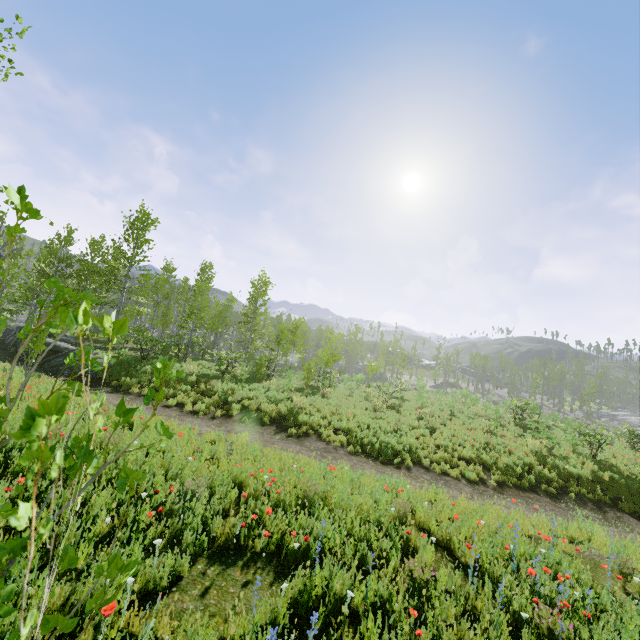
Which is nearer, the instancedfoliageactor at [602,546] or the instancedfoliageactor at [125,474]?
the instancedfoliageactor at [125,474]

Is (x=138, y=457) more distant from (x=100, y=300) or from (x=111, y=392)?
(x=100, y=300)

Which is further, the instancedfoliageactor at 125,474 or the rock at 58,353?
the rock at 58,353

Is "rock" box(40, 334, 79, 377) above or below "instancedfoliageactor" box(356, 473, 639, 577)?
above

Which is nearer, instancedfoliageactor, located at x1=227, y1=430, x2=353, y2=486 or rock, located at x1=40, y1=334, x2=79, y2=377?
instancedfoliageactor, located at x1=227, y1=430, x2=353, y2=486

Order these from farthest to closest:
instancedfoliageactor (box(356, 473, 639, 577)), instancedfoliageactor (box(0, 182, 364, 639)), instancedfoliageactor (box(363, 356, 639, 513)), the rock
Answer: the rock < instancedfoliageactor (box(363, 356, 639, 513)) < instancedfoliageactor (box(356, 473, 639, 577)) < instancedfoliageactor (box(0, 182, 364, 639))

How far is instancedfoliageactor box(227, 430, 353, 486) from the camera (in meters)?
6.86
